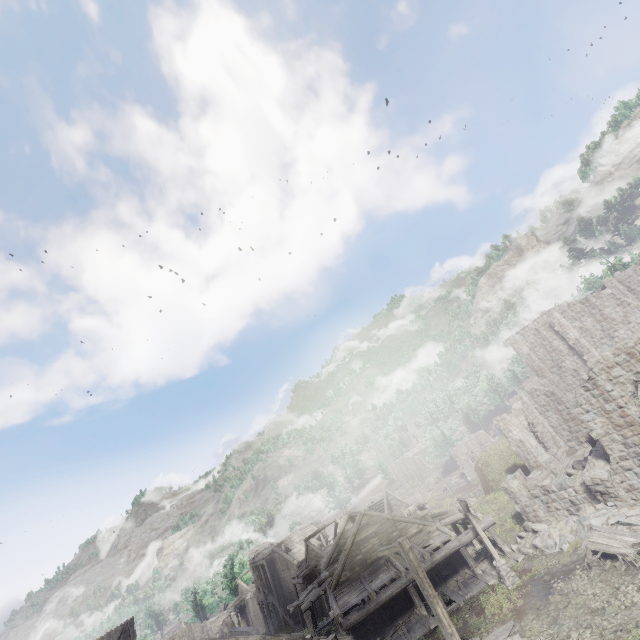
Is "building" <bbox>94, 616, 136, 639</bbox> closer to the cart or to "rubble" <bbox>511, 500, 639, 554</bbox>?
"rubble" <bbox>511, 500, 639, 554</bbox>

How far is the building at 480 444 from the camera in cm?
4906

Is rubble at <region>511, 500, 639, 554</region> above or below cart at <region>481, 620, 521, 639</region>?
below

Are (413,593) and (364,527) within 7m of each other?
yes

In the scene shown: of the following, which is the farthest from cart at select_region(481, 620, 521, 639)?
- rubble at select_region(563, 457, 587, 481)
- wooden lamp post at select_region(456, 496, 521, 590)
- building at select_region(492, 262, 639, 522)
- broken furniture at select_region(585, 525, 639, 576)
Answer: rubble at select_region(563, 457, 587, 481)

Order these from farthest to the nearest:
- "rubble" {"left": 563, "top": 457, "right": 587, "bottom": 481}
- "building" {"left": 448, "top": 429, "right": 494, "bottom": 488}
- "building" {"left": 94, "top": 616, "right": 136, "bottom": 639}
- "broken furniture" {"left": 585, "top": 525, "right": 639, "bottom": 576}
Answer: "building" {"left": 448, "top": 429, "right": 494, "bottom": 488} < "building" {"left": 94, "top": 616, "right": 136, "bottom": 639} < "rubble" {"left": 563, "top": 457, "right": 587, "bottom": 481} < "broken furniture" {"left": 585, "top": 525, "right": 639, "bottom": 576}

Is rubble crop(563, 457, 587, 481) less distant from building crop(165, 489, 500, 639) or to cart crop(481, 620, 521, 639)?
building crop(165, 489, 500, 639)

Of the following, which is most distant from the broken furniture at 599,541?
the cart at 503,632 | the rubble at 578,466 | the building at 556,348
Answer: the cart at 503,632
